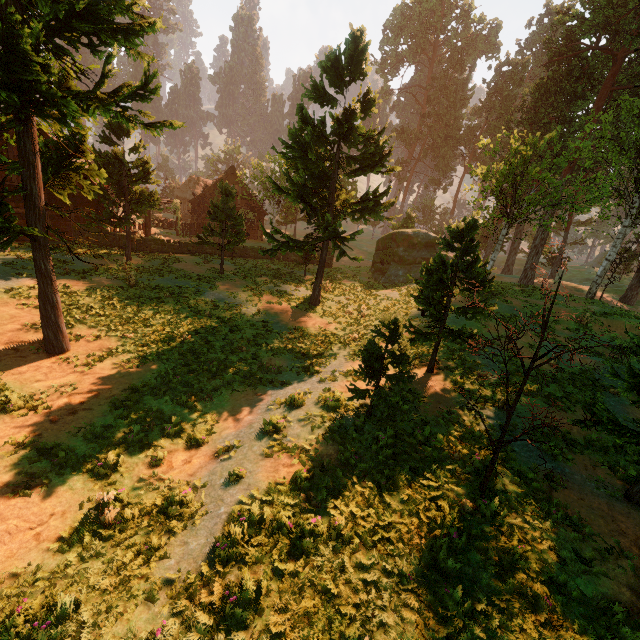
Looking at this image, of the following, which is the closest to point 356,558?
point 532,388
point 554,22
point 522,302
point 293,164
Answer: point 532,388

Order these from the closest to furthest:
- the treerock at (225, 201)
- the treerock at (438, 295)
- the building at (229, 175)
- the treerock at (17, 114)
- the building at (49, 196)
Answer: the treerock at (17, 114) → the treerock at (438, 295) → the treerock at (225, 201) → the building at (49, 196) → the building at (229, 175)

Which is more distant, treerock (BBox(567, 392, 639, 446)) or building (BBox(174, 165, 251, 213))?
building (BBox(174, 165, 251, 213))

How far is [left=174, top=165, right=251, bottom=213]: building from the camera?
37.5m

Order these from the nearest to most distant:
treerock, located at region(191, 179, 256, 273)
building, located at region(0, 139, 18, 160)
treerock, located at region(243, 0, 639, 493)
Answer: treerock, located at region(243, 0, 639, 493) → building, located at region(0, 139, 18, 160) → treerock, located at region(191, 179, 256, 273)

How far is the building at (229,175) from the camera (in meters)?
37.53

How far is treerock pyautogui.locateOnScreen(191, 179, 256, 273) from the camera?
21.2 meters
